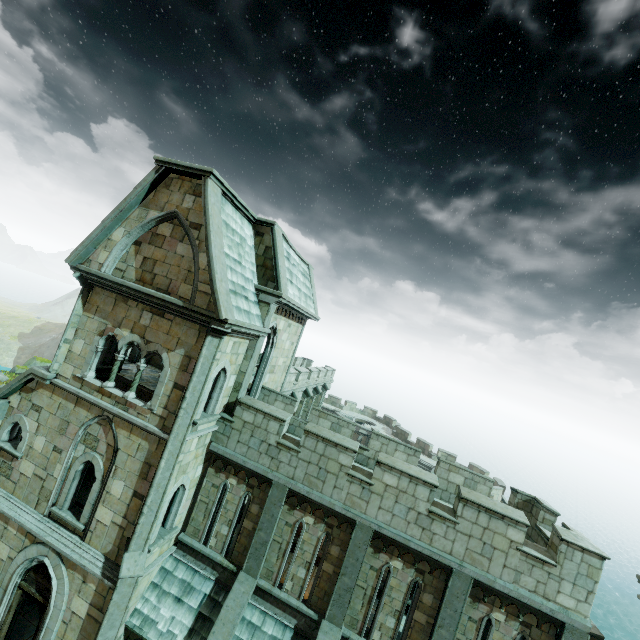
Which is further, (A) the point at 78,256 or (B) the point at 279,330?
(B) the point at 279,330
